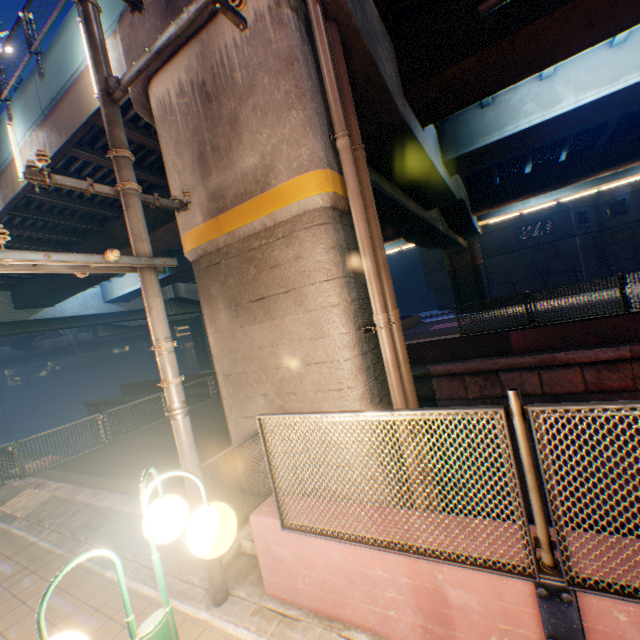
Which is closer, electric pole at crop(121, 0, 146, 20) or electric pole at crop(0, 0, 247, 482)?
electric pole at crop(0, 0, 247, 482)

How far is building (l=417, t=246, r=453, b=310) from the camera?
42.9 meters

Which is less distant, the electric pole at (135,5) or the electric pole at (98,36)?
the electric pole at (98,36)

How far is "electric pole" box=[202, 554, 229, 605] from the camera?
3.8 meters

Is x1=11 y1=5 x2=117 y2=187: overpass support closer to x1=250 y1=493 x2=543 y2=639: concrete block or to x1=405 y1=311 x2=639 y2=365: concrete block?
x1=405 y1=311 x2=639 y2=365: concrete block

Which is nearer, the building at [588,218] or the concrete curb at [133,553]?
the concrete curb at [133,553]

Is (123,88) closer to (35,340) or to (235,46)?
(235,46)
